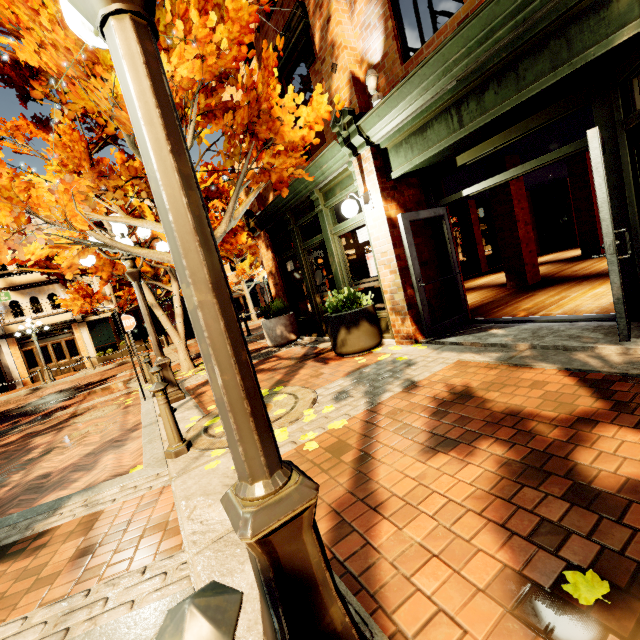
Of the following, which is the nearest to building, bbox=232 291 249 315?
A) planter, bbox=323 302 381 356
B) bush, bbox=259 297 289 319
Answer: bush, bbox=259 297 289 319

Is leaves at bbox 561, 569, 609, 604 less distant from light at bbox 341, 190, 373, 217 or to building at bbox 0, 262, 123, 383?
light at bbox 341, 190, 373, 217

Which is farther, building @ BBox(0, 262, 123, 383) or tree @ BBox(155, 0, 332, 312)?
building @ BBox(0, 262, 123, 383)

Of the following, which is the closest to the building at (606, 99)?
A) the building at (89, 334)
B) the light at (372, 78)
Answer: the light at (372, 78)

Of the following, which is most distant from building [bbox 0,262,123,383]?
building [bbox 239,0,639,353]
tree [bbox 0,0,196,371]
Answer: building [bbox 239,0,639,353]

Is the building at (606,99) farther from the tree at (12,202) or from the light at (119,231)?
the light at (119,231)

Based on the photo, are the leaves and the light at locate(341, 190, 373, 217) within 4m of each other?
no

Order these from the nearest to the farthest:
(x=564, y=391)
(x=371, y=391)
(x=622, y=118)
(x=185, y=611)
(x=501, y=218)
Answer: (x=185, y=611)
(x=564, y=391)
(x=622, y=118)
(x=371, y=391)
(x=501, y=218)
